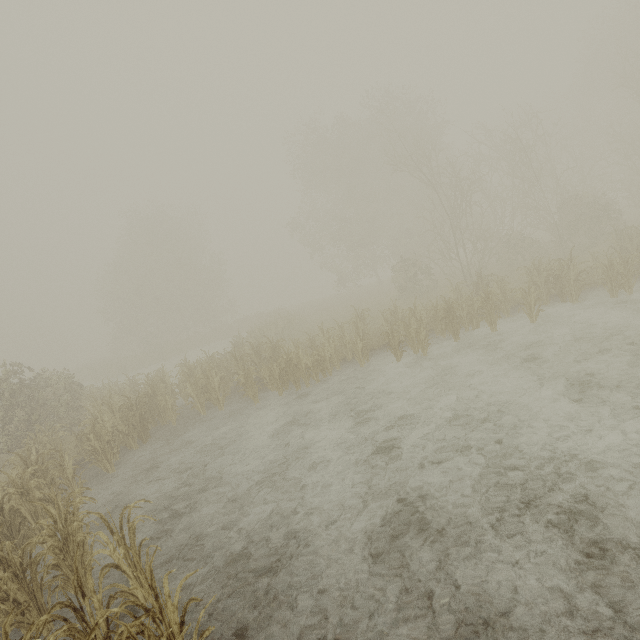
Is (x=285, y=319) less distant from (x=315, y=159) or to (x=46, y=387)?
(x=46, y=387)
